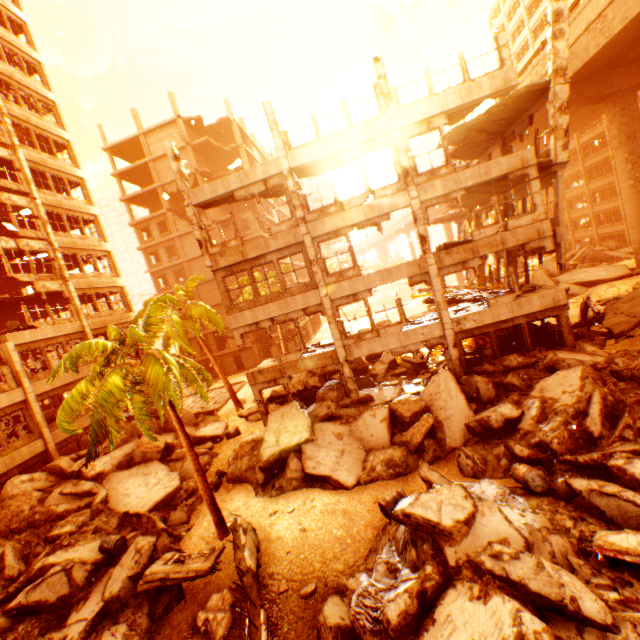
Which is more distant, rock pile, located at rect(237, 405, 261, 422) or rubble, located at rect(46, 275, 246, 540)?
rock pile, located at rect(237, 405, 261, 422)

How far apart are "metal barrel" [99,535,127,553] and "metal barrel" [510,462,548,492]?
12.87m

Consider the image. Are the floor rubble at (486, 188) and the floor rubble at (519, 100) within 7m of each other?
yes

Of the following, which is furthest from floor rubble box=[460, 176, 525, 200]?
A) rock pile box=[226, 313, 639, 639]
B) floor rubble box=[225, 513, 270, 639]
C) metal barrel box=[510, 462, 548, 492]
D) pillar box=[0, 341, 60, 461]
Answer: pillar box=[0, 341, 60, 461]

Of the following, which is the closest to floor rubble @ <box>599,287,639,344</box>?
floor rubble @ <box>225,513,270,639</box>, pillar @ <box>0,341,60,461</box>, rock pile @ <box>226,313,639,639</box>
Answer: rock pile @ <box>226,313,639,639</box>

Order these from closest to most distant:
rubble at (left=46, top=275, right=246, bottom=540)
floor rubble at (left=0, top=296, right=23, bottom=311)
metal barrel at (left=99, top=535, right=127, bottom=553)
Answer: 1. rubble at (left=46, top=275, right=246, bottom=540)
2. metal barrel at (left=99, top=535, right=127, bottom=553)
3. floor rubble at (left=0, top=296, right=23, bottom=311)

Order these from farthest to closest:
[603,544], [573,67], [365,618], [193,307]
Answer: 1. [193,307]
2. [573,67]
3. [365,618]
4. [603,544]

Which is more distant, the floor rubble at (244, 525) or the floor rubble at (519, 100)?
the floor rubble at (519, 100)
